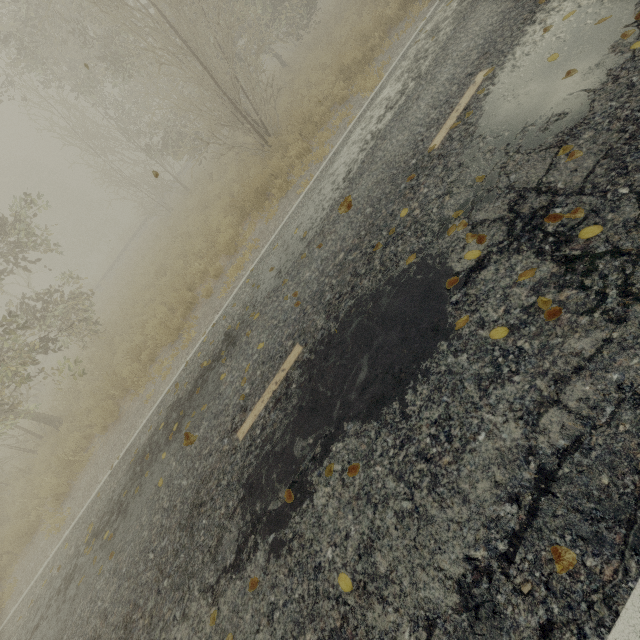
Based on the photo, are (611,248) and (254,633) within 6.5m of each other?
yes
